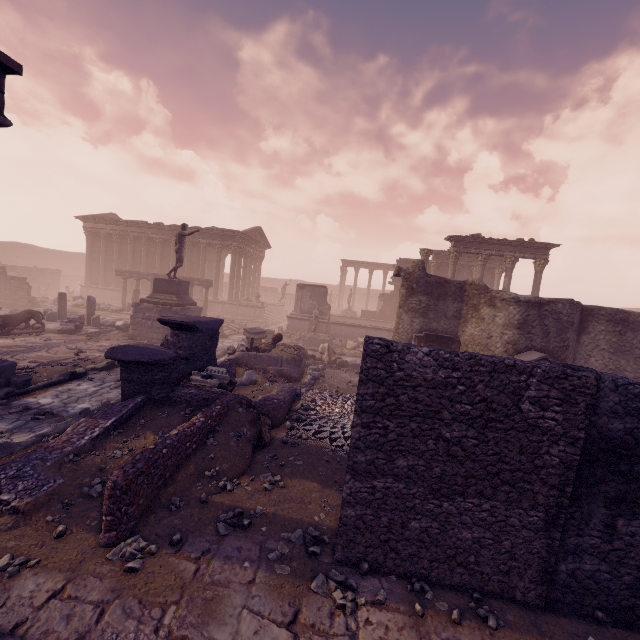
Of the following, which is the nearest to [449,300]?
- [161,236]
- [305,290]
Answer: [305,290]

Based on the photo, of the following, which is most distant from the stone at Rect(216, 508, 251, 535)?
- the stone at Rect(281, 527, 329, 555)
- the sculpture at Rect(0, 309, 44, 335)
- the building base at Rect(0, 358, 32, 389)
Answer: the sculpture at Rect(0, 309, 44, 335)

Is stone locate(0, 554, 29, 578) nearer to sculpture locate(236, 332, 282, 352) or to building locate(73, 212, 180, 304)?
sculpture locate(236, 332, 282, 352)

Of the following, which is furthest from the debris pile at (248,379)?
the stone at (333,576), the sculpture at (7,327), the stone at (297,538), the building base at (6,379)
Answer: the sculpture at (7,327)

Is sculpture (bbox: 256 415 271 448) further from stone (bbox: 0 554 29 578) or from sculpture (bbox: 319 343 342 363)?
sculpture (bbox: 319 343 342 363)

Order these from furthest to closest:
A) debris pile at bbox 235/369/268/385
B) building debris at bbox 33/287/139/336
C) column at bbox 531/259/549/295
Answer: column at bbox 531/259/549/295, building debris at bbox 33/287/139/336, debris pile at bbox 235/369/268/385

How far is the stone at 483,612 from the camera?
3.4 meters

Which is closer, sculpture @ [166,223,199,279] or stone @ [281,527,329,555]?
stone @ [281,527,329,555]
